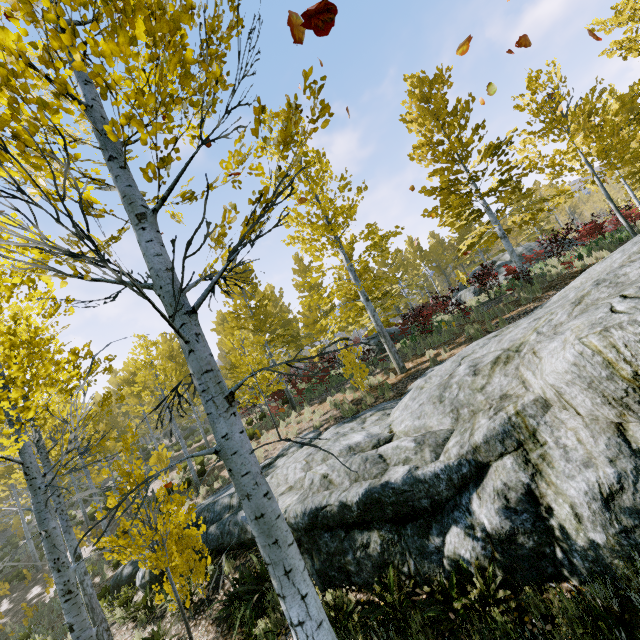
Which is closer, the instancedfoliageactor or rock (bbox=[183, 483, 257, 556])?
the instancedfoliageactor

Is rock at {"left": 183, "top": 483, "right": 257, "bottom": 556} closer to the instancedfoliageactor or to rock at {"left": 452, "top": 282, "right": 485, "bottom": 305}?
the instancedfoliageactor

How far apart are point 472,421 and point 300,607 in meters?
4.4

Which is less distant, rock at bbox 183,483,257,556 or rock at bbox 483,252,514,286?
rock at bbox 183,483,257,556

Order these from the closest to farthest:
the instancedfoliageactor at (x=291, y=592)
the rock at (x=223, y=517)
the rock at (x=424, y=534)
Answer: the instancedfoliageactor at (x=291, y=592) < the rock at (x=424, y=534) < the rock at (x=223, y=517)

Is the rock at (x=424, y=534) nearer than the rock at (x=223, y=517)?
Yes

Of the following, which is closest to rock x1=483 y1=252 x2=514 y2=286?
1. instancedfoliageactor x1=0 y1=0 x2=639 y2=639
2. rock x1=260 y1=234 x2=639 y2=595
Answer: instancedfoliageactor x1=0 y1=0 x2=639 y2=639
